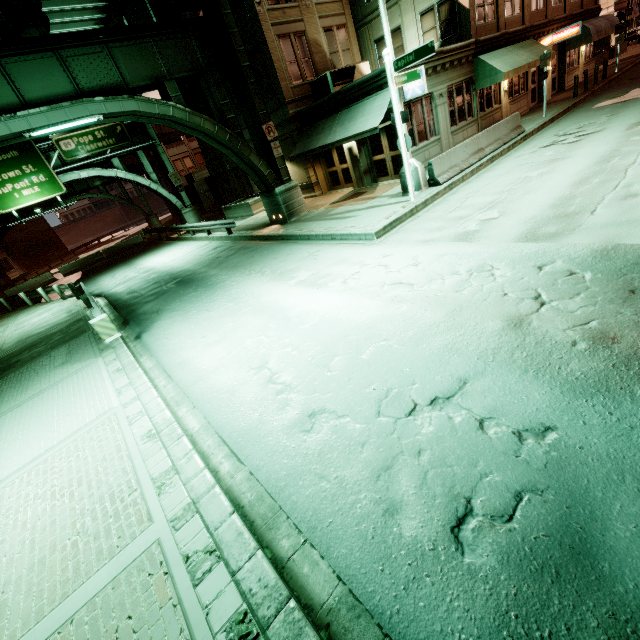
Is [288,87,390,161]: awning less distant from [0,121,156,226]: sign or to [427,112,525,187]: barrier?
[427,112,525,187]: barrier

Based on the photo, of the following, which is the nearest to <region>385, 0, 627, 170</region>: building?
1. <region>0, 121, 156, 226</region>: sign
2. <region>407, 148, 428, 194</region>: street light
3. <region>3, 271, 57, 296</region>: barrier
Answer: <region>407, 148, 428, 194</region>: street light

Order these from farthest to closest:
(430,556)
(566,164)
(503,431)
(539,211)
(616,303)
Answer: (566,164)
(539,211)
(616,303)
(503,431)
(430,556)

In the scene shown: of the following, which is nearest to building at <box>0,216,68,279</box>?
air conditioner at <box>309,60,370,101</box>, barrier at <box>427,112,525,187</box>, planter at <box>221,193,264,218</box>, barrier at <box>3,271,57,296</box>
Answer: barrier at <box>3,271,57,296</box>

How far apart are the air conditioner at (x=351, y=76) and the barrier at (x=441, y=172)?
7.8 meters

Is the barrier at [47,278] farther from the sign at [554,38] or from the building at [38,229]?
the sign at [554,38]

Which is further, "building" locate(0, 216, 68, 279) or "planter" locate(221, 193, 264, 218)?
"building" locate(0, 216, 68, 279)

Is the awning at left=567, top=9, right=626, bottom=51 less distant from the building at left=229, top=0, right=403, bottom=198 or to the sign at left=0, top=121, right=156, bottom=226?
the building at left=229, top=0, right=403, bottom=198
